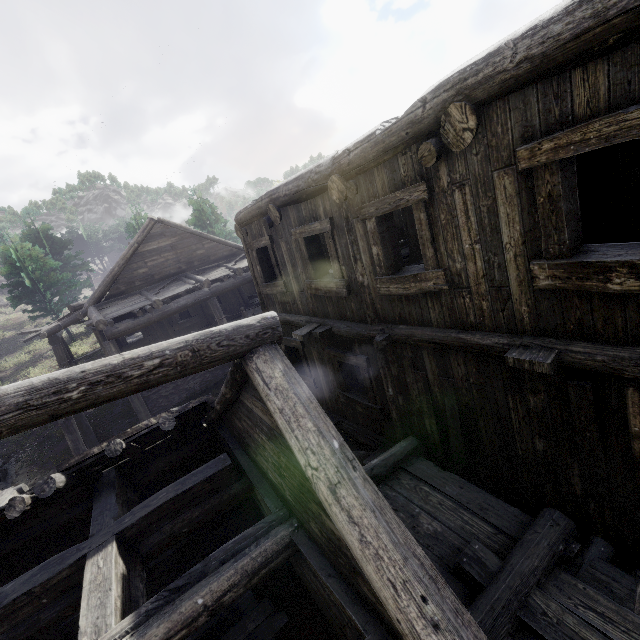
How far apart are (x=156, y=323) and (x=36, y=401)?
14.1m

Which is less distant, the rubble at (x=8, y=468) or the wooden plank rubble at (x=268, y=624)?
the wooden plank rubble at (x=268, y=624)

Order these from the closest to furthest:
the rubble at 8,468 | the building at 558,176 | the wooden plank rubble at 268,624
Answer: the building at 558,176, the wooden plank rubble at 268,624, the rubble at 8,468

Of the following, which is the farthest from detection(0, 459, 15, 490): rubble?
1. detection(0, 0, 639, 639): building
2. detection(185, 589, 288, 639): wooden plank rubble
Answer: detection(185, 589, 288, 639): wooden plank rubble

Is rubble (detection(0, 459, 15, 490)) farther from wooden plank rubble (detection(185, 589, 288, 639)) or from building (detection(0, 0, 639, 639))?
wooden plank rubble (detection(185, 589, 288, 639))

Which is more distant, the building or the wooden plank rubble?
the wooden plank rubble

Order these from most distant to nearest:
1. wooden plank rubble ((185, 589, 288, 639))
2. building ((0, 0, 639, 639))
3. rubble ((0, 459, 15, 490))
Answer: rubble ((0, 459, 15, 490)), wooden plank rubble ((185, 589, 288, 639)), building ((0, 0, 639, 639))
